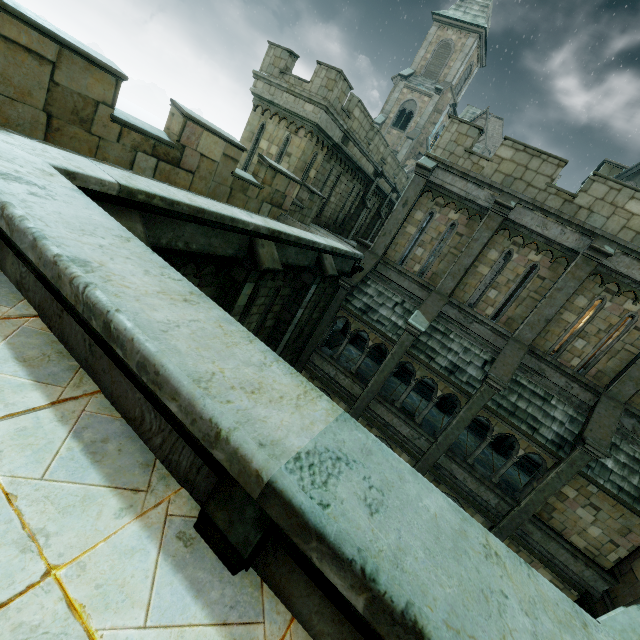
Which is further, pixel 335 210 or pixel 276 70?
pixel 335 210

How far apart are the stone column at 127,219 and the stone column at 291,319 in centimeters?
553cm

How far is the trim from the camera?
9.6 meters

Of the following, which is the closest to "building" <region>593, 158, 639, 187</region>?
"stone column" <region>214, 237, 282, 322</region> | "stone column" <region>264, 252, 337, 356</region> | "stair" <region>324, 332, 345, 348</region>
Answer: "stair" <region>324, 332, 345, 348</region>

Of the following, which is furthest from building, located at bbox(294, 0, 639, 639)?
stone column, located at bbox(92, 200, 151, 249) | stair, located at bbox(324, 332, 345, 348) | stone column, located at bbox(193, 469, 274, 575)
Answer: stone column, located at bbox(193, 469, 274, 575)

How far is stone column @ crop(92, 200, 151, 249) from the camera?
4.0m

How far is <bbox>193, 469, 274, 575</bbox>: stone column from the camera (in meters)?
1.40

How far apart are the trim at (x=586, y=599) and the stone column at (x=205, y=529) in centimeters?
1351cm
